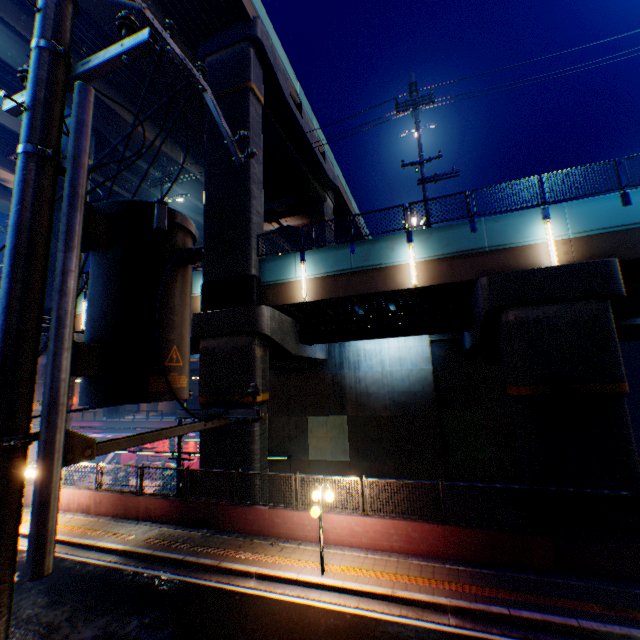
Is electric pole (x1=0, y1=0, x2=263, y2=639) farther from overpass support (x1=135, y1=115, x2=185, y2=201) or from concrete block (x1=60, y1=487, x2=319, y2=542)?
overpass support (x1=135, y1=115, x2=185, y2=201)

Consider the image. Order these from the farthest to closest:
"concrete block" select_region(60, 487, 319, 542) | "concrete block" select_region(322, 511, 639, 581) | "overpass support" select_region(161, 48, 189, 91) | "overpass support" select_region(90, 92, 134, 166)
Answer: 1. "overpass support" select_region(90, 92, 134, 166)
2. "overpass support" select_region(161, 48, 189, 91)
3. "concrete block" select_region(60, 487, 319, 542)
4. "concrete block" select_region(322, 511, 639, 581)

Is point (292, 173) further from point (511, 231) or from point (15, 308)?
point (15, 308)

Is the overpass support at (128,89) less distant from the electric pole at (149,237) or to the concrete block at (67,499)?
the concrete block at (67,499)

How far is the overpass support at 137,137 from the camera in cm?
2380

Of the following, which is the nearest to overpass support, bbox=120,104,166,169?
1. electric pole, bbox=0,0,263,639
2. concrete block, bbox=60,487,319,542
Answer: concrete block, bbox=60,487,319,542
